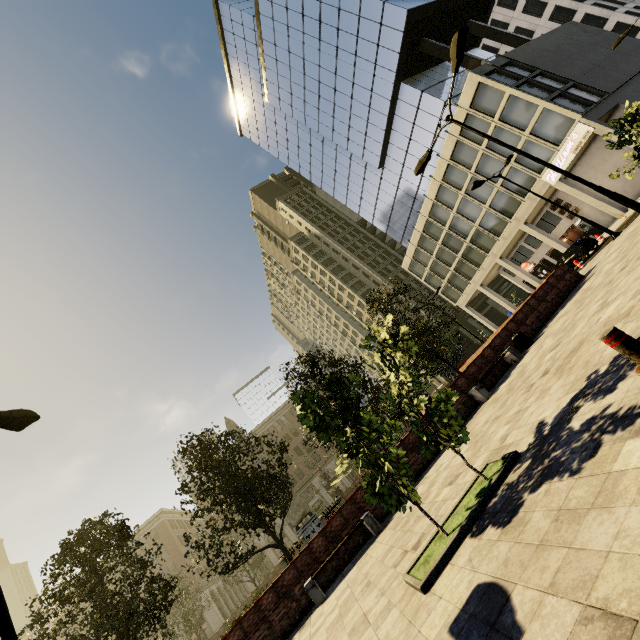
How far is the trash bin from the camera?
13.27m

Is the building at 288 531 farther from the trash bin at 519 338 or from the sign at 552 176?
the trash bin at 519 338

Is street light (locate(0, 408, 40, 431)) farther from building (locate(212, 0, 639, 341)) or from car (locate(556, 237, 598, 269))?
car (locate(556, 237, 598, 269))

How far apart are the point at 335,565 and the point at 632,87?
41.8m

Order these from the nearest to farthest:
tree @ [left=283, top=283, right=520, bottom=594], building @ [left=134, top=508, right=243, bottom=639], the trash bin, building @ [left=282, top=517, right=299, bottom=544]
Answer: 1. tree @ [left=283, top=283, right=520, bottom=594]
2. the trash bin
3. building @ [left=134, top=508, right=243, bottom=639]
4. building @ [left=282, top=517, right=299, bottom=544]

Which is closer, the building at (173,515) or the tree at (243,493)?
the tree at (243,493)

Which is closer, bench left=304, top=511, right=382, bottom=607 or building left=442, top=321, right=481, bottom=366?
bench left=304, top=511, right=382, bottom=607

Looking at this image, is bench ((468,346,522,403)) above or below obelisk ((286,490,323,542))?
below
